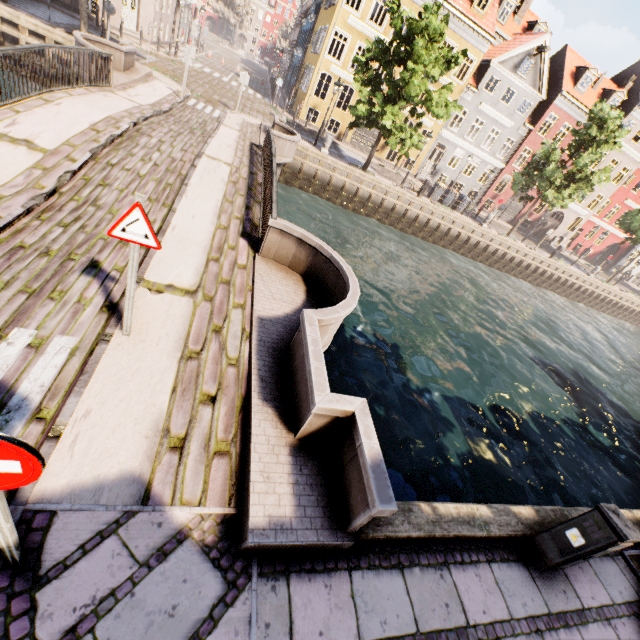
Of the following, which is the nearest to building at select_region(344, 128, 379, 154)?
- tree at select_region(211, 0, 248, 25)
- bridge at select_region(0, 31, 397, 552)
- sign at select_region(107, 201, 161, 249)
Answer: tree at select_region(211, 0, 248, 25)

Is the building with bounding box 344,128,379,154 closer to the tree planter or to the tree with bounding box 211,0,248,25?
the tree with bounding box 211,0,248,25

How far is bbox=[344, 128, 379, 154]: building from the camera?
28.04m

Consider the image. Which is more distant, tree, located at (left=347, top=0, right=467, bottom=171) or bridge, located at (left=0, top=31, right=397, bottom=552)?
tree, located at (left=347, top=0, right=467, bottom=171)

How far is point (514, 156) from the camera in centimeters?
3061cm

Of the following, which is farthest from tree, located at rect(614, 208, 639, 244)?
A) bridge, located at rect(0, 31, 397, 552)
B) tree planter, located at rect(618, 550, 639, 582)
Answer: bridge, located at rect(0, 31, 397, 552)

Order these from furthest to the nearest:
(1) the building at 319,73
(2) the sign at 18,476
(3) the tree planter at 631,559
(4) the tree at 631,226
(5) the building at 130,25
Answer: (4) the tree at 631,226 < (1) the building at 319,73 < (5) the building at 130,25 < (3) the tree planter at 631,559 < (2) the sign at 18,476

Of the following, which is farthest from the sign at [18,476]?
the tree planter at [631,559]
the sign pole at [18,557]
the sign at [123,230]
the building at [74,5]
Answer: the building at [74,5]
